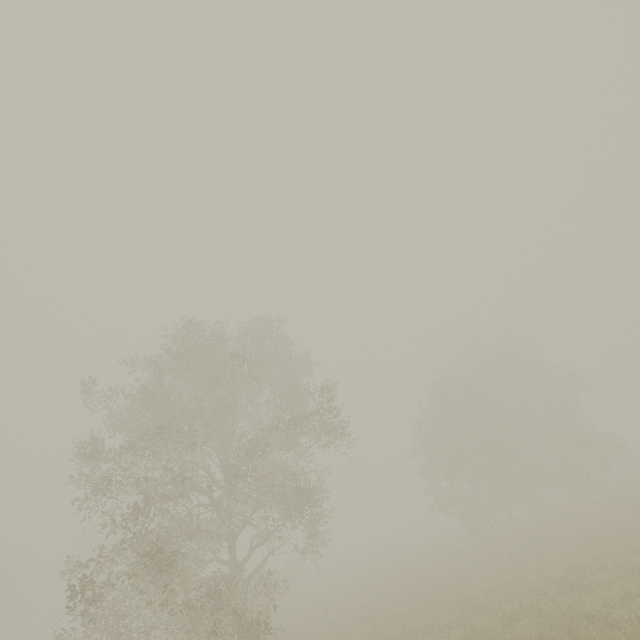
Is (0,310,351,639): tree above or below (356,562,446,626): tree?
above

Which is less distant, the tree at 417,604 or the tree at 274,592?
the tree at 274,592

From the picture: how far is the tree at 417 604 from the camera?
15.0 meters

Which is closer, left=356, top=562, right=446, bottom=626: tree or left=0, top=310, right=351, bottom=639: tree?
left=0, top=310, right=351, bottom=639: tree

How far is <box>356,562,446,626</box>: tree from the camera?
15.0 meters

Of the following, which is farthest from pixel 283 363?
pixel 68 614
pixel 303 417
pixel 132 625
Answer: pixel 68 614
